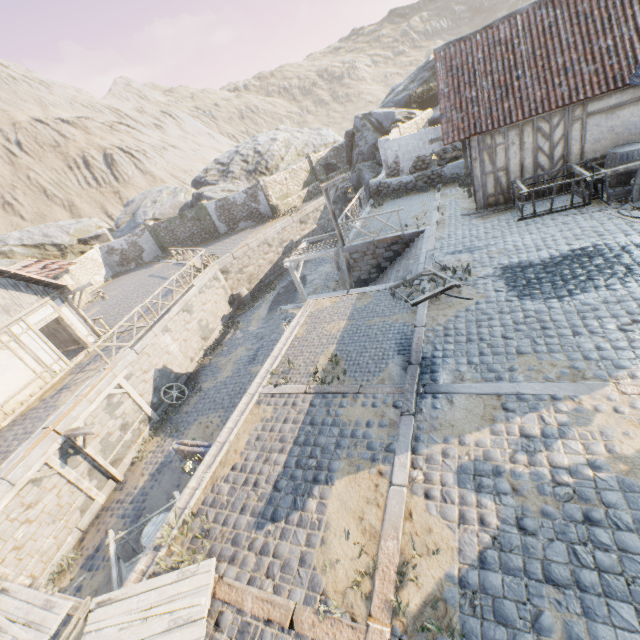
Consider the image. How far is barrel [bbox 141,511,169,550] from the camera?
7.7m

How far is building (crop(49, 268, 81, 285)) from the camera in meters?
24.1 m

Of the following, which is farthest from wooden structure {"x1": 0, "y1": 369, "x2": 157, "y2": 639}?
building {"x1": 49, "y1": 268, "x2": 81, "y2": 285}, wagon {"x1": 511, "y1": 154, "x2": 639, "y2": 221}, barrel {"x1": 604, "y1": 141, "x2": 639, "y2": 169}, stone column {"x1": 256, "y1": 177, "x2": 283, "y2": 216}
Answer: stone column {"x1": 256, "y1": 177, "x2": 283, "y2": 216}

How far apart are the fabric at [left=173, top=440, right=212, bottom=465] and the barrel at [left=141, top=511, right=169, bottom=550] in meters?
1.3 m

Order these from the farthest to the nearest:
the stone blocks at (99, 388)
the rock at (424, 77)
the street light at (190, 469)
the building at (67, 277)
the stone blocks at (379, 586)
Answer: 1. the rock at (424, 77)
2. the building at (67, 277)
3. the stone blocks at (99, 388)
4. the street light at (190, 469)
5. the stone blocks at (379, 586)

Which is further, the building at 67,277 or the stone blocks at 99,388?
the building at 67,277

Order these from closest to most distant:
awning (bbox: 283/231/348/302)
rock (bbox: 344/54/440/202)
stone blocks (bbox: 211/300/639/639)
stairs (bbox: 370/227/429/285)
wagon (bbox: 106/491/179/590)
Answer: stone blocks (bbox: 211/300/639/639) < wagon (bbox: 106/491/179/590) < stairs (bbox: 370/227/429/285) < awning (bbox: 283/231/348/302) < rock (bbox: 344/54/440/202)

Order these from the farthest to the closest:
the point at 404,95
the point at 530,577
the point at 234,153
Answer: the point at 234,153 < the point at 404,95 < the point at 530,577
